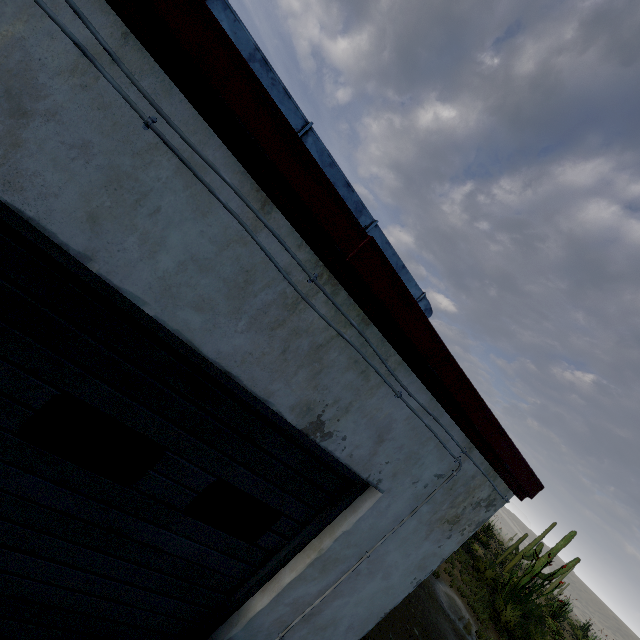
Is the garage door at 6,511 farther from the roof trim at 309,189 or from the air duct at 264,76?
the air duct at 264,76

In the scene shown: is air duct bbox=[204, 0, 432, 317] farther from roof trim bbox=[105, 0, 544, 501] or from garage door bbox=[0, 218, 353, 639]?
garage door bbox=[0, 218, 353, 639]

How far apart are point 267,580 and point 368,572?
0.88m

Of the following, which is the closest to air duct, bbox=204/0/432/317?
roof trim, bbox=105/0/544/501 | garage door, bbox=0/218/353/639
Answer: roof trim, bbox=105/0/544/501

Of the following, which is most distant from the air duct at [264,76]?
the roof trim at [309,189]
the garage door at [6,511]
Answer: the garage door at [6,511]

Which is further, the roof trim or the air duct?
the air duct

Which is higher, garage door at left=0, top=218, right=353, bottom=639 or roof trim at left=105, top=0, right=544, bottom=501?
roof trim at left=105, top=0, right=544, bottom=501
